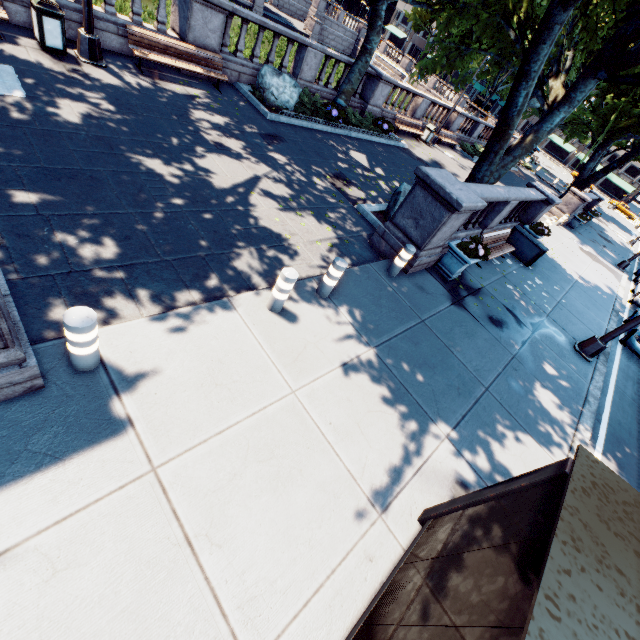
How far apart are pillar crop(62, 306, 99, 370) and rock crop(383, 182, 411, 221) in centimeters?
849cm

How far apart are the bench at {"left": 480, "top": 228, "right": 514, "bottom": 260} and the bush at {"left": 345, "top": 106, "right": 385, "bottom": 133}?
8.2 meters

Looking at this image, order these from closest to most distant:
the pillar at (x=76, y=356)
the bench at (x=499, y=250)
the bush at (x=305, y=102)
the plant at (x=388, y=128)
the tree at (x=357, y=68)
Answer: the pillar at (x=76, y=356) → the bench at (x=499, y=250) → the tree at (x=357, y=68) → the bush at (x=305, y=102) → the plant at (x=388, y=128)

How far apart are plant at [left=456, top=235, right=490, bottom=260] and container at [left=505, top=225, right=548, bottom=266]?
5.5m

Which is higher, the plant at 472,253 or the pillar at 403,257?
the plant at 472,253

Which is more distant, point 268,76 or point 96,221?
point 268,76

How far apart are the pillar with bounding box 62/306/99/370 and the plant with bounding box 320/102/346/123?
13.84m

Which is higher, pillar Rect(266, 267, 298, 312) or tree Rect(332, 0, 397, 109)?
tree Rect(332, 0, 397, 109)
